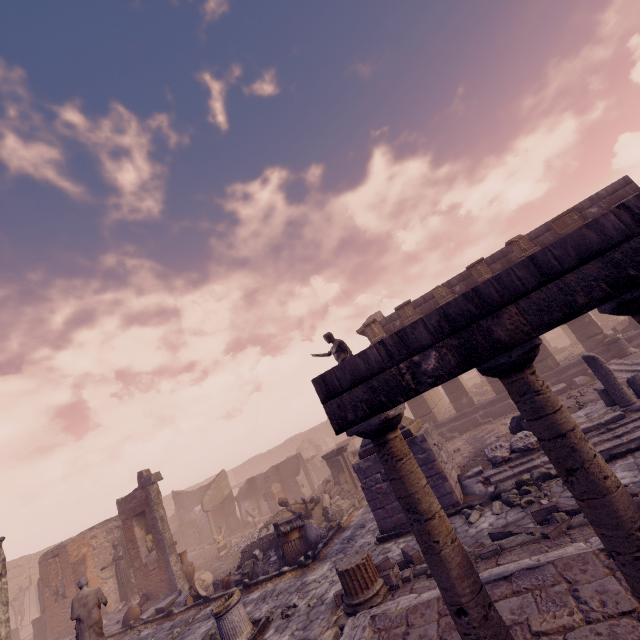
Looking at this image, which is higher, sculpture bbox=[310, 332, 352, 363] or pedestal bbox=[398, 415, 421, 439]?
sculpture bbox=[310, 332, 352, 363]

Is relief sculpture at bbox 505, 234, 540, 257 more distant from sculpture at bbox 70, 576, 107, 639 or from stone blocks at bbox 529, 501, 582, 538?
sculpture at bbox 70, 576, 107, 639

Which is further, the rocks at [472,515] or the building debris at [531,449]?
the building debris at [531,449]

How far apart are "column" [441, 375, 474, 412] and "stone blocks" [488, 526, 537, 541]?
11.23m

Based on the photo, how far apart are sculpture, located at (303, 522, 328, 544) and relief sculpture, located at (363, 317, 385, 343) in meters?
10.1

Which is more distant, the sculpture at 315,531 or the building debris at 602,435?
the sculpture at 315,531

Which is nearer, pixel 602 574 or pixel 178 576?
pixel 602 574

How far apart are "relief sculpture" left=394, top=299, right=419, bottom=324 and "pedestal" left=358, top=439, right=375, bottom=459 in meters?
8.2 m
